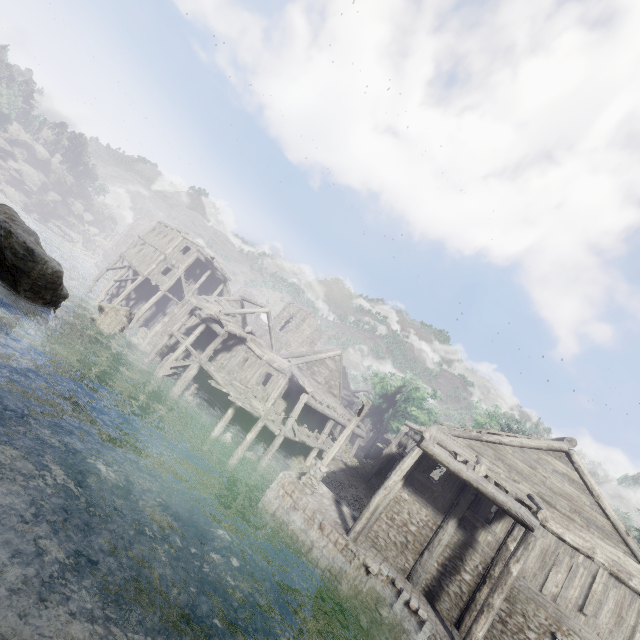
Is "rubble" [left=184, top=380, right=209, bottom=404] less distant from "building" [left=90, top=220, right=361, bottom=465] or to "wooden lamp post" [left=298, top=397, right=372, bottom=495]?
"building" [left=90, top=220, right=361, bottom=465]

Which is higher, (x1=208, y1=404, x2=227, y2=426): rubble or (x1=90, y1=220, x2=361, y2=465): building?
(x1=90, y1=220, x2=361, y2=465): building

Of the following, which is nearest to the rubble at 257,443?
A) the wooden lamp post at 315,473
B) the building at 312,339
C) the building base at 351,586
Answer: the building at 312,339

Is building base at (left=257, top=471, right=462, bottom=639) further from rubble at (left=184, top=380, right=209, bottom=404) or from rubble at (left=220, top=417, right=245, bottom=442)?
rubble at (left=184, top=380, right=209, bottom=404)

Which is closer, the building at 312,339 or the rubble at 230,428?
the rubble at 230,428

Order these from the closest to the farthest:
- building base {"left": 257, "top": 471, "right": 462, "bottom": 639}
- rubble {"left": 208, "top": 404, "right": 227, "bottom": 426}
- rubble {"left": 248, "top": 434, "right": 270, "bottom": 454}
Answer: building base {"left": 257, "top": 471, "right": 462, "bottom": 639} < rubble {"left": 248, "top": 434, "right": 270, "bottom": 454} < rubble {"left": 208, "top": 404, "right": 227, "bottom": 426}

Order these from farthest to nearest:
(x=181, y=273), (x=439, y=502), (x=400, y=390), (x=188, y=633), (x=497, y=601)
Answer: (x=400, y=390) < (x=181, y=273) < (x=439, y=502) < (x=497, y=601) < (x=188, y=633)

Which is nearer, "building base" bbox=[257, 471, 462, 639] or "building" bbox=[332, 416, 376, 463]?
"building base" bbox=[257, 471, 462, 639]
